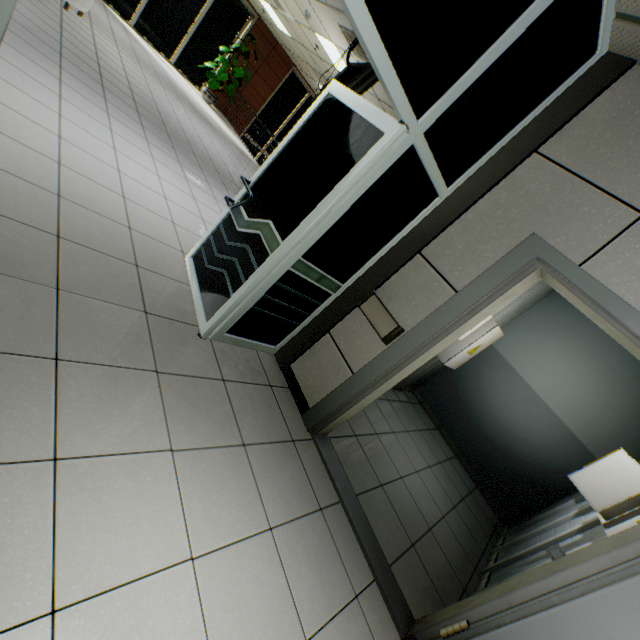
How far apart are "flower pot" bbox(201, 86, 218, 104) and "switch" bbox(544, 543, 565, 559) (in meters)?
14.26

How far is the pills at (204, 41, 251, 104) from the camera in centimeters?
1073cm

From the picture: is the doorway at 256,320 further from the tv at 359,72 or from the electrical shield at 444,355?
the electrical shield at 444,355

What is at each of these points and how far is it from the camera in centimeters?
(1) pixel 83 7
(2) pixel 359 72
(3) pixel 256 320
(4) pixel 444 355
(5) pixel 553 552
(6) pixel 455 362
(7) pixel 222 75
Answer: (1) sofa, 595cm
(2) tv, 428cm
(3) doorway, 265cm
(4) electrical shield, 468cm
(5) switch, 183cm
(6) electrical shield door, 486cm
(7) pills, 1088cm

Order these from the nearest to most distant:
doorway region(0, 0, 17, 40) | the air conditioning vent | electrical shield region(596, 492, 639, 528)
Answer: doorway region(0, 0, 17, 40), electrical shield region(596, 492, 639, 528), the air conditioning vent

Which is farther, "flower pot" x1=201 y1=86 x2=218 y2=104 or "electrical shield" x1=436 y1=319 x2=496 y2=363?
"flower pot" x1=201 y1=86 x2=218 y2=104

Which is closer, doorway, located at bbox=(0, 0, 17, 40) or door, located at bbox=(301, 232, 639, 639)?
doorway, located at bbox=(0, 0, 17, 40)

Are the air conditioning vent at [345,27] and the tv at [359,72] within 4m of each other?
yes
